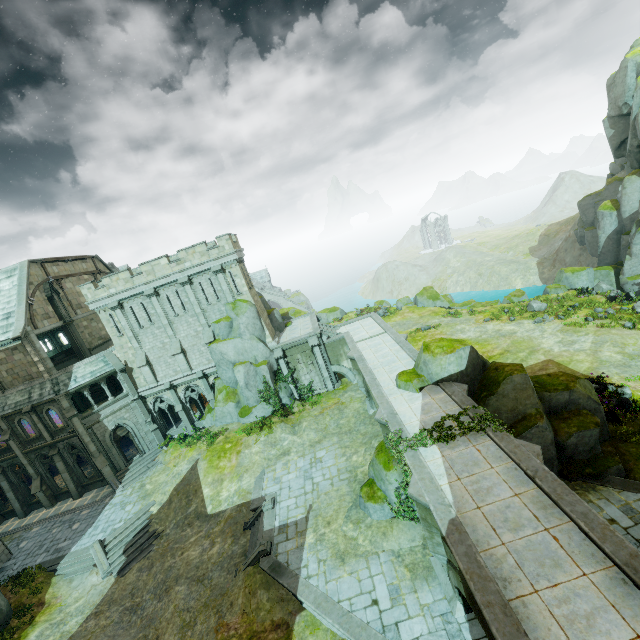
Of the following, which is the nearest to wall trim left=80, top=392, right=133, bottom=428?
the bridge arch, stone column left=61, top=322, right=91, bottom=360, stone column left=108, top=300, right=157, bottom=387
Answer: stone column left=108, top=300, right=157, bottom=387

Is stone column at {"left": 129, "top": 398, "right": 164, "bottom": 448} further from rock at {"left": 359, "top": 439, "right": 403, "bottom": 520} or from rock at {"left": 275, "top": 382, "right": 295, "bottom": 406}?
rock at {"left": 359, "top": 439, "right": 403, "bottom": 520}

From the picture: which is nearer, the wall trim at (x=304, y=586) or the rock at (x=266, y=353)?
the wall trim at (x=304, y=586)

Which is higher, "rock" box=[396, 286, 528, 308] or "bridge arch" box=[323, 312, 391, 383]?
"bridge arch" box=[323, 312, 391, 383]

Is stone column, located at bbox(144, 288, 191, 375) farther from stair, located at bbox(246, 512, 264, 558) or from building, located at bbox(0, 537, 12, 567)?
building, located at bbox(0, 537, 12, 567)

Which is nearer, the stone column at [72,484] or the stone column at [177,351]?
the stone column at [72,484]

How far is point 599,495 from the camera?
14.3m

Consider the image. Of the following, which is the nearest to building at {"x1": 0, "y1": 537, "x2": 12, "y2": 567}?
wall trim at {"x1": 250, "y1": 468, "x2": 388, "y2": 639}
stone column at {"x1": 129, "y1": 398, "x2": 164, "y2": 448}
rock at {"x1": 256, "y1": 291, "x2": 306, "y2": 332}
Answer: wall trim at {"x1": 250, "y1": 468, "x2": 388, "y2": 639}
